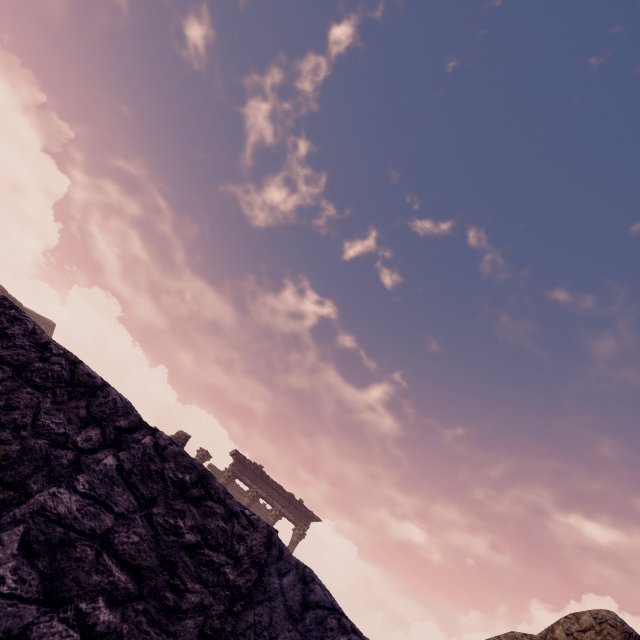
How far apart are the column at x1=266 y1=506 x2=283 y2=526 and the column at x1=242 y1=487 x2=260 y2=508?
0.7 meters

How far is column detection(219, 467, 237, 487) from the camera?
17.53m

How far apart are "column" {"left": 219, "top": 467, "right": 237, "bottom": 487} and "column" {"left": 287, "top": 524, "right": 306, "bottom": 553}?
4.3 meters

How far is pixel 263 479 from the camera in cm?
1839

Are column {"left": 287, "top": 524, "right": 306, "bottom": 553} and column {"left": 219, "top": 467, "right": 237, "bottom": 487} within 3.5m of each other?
no

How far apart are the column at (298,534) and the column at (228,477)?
4.3 meters

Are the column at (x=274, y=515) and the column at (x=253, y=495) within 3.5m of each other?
yes

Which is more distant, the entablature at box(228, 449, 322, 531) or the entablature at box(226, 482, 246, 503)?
the entablature at box(226, 482, 246, 503)
